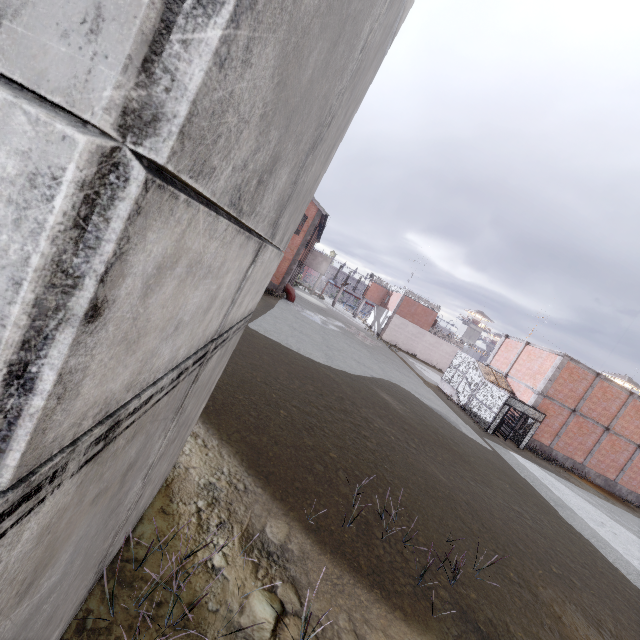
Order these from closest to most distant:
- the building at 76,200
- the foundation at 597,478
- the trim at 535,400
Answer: the building at 76,200 < the trim at 535,400 < the foundation at 597,478

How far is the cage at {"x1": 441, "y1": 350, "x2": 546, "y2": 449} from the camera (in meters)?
21.36

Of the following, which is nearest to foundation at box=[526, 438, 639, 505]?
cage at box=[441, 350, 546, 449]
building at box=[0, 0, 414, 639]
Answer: cage at box=[441, 350, 546, 449]

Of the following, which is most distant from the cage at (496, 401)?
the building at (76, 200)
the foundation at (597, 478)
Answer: the building at (76, 200)

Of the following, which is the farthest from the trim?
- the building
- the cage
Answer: the building

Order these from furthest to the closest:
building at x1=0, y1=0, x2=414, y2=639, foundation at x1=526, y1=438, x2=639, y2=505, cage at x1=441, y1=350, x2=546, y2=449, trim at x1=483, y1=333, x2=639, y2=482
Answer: foundation at x1=526, y1=438, x2=639, y2=505 < trim at x1=483, y1=333, x2=639, y2=482 < cage at x1=441, y1=350, x2=546, y2=449 < building at x1=0, y1=0, x2=414, y2=639

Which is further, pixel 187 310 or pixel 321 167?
pixel 321 167

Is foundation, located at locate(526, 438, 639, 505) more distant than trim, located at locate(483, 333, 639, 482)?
Yes
